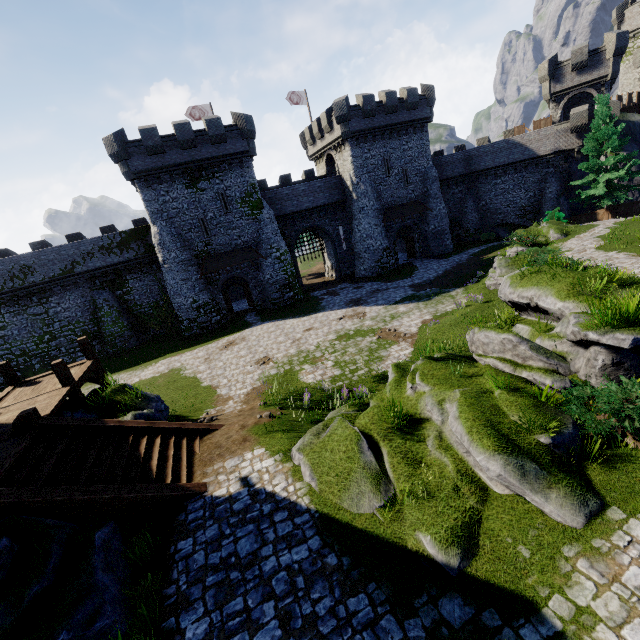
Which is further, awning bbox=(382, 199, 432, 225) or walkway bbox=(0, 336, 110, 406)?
awning bbox=(382, 199, 432, 225)

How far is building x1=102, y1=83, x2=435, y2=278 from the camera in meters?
26.2 m

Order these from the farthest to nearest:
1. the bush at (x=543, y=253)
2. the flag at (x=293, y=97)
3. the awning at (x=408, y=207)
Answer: the flag at (x=293, y=97) → the awning at (x=408, y=207) → the bush at (x=543, y=253)

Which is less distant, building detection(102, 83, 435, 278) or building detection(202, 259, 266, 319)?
building detection(102, 83, 435, 278)

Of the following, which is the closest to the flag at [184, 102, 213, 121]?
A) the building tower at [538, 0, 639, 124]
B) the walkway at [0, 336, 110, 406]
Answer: the walkway at [0, 336, 110, 406]

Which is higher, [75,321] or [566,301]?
[566,301]

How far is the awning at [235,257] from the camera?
29.0m
